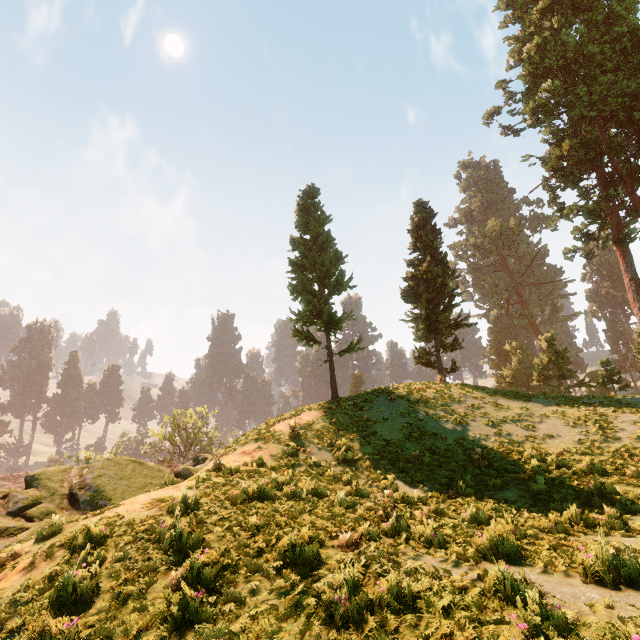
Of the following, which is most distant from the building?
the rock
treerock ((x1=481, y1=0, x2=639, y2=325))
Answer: the rock

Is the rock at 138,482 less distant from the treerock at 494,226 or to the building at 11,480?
the treerock at 494,226

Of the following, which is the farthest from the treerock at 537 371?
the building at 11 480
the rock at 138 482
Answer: the rock at 138 482

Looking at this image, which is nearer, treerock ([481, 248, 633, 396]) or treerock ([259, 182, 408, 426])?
treerock ([259, 182, 408, 426])

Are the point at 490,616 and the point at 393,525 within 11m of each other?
yes

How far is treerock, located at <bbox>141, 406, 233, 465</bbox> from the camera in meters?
46.5
